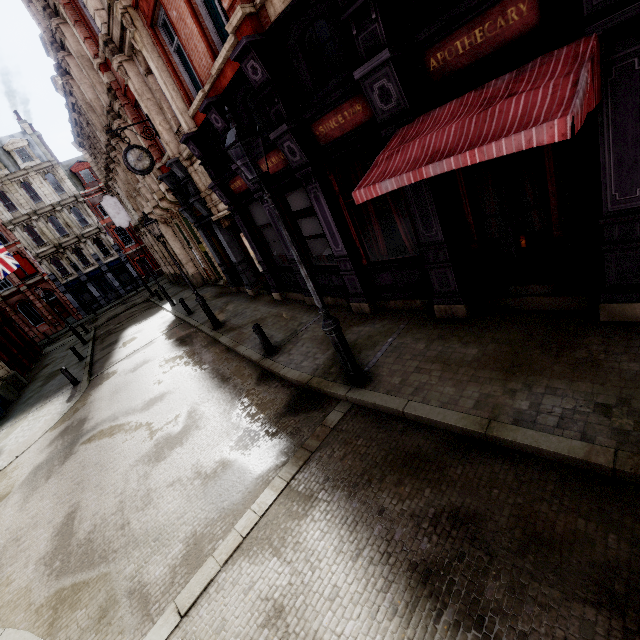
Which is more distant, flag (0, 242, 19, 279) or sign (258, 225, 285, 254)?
flag (0, 242, 19, 279)

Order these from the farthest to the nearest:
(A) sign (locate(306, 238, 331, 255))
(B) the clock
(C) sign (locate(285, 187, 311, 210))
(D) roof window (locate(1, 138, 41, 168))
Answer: (D) roof window (locate(1, 138, 41, 168)) < (B) the clock < (A) sign (locate(306, 238, 331, 255)) < (C) sign (locate(285, 187, 311, 210))

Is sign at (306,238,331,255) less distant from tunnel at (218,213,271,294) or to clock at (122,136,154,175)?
tunnel at (218,213,271,294)

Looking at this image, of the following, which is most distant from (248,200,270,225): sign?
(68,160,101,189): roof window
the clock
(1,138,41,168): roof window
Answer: (1,138,41,168): roof window

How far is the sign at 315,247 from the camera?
8.8 meters

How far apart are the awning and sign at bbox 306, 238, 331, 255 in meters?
3.4 m

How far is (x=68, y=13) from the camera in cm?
1205

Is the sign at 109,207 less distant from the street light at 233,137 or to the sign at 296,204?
the sign at 296,204
